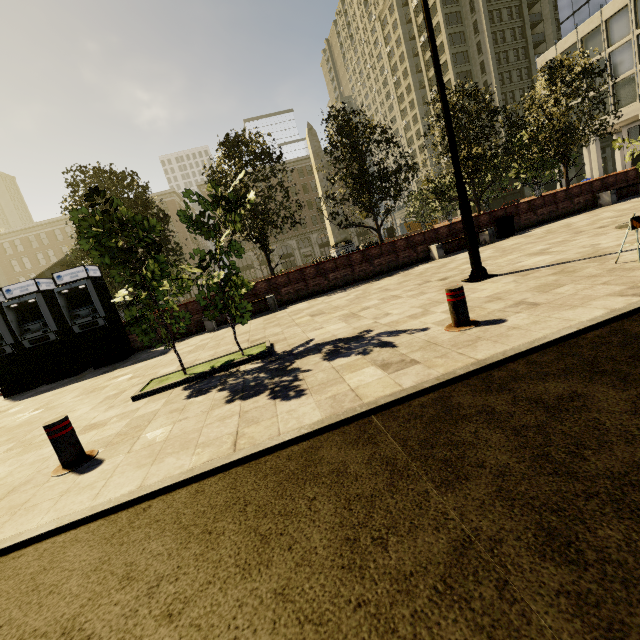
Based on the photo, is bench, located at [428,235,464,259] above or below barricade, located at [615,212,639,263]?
below

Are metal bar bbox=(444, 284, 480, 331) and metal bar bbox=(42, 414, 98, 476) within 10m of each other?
yes

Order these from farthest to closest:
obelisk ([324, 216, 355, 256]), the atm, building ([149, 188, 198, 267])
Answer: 1. building ([149, 188, 198, 267])
2. obelisk ([324, 216, 355, 256])
3. the atm

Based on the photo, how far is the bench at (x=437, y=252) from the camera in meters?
12.8 m

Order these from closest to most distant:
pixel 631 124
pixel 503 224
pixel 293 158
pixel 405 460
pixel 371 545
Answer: pixel 371 545, pixel 405 460, pixel 503 224, pixel 631 124, pixel 293 158

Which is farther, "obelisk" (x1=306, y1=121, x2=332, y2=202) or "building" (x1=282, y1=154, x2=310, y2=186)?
"building" (x1=282, y1=154, x2=310, y2=186)

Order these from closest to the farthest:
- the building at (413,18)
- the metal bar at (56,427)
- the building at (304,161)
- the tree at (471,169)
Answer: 1. the metal bar at (56,427)
2. the tree at (471,169)
3. the building at (413,18)
4. the building at (304,161)

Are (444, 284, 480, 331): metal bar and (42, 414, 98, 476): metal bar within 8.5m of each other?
yes
